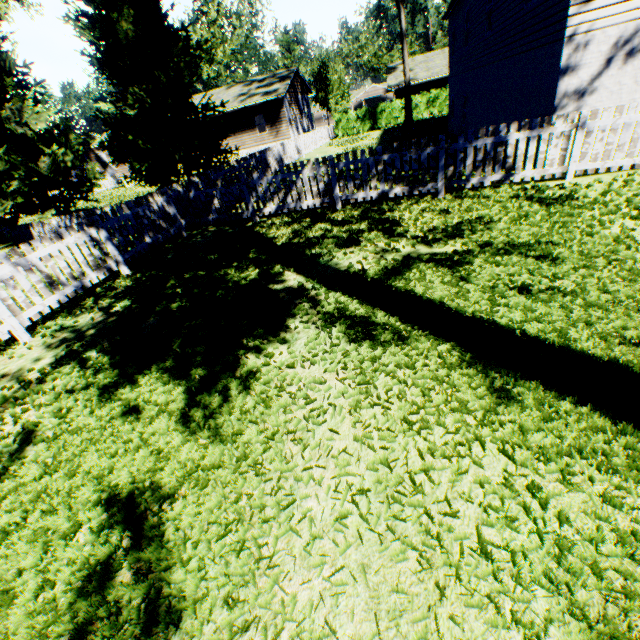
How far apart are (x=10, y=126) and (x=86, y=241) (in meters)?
9.86

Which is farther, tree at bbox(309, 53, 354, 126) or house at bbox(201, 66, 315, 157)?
tree at bbox(309, 53, 354, 126)

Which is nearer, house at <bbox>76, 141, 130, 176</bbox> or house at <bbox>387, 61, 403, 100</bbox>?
house at <bbox>387, 61, 403, 100</bbox>

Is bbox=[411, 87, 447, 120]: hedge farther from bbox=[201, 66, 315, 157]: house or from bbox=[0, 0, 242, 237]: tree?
bbox=[201, 66, 315, 157]: house

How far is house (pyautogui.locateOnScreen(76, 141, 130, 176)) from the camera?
34.84m

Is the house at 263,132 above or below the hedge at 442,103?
above

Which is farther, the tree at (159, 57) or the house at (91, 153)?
the house at (91, 153)

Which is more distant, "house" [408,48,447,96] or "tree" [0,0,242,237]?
"house" [408,48,447,96]
